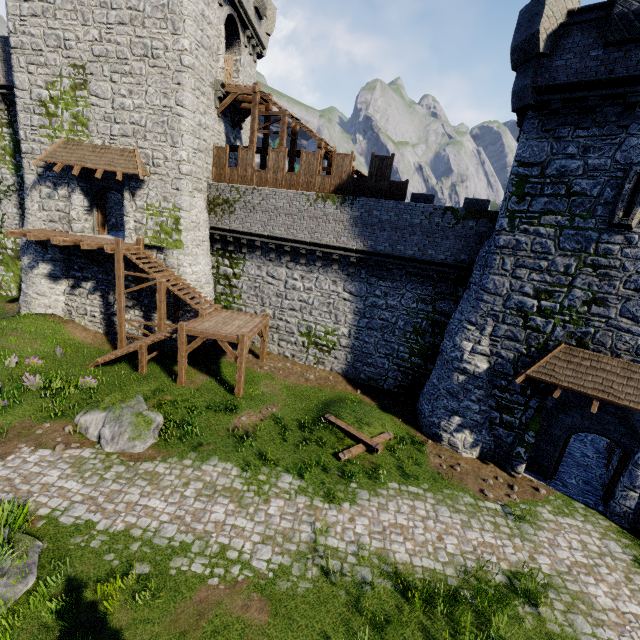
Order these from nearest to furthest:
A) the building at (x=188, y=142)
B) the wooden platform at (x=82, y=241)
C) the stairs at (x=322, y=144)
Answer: the building at (x=188, y=142), the wooden platform at (x=82, y=241), the stairs at (x=322, y=144)

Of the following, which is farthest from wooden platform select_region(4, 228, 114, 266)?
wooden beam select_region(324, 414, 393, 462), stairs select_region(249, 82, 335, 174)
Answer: wooden beam select_region(324, 414, 393, 462)

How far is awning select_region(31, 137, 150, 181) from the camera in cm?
1675

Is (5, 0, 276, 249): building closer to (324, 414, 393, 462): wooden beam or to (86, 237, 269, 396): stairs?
(86, 237, 269, 396): stairs

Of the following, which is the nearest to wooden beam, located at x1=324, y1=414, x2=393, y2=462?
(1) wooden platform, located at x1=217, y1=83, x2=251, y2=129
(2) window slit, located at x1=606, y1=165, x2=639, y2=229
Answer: (2) window slit, located at x1=606, y1=165, x2=639, y2=229

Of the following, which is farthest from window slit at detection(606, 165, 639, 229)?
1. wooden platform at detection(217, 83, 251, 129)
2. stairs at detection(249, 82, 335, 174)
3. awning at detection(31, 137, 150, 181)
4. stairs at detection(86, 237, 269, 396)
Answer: awning at detection(31, 137, 150, 181)

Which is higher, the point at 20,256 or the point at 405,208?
the point at 405,208

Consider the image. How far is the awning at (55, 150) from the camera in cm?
1675
